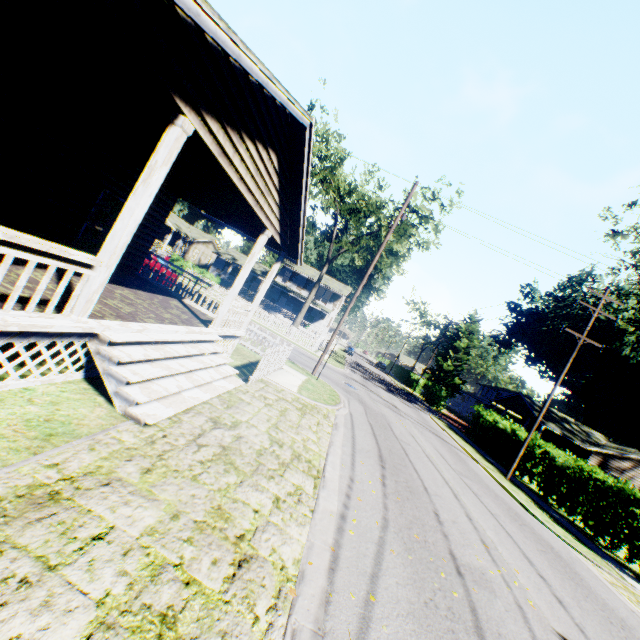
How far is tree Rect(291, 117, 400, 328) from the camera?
28.8m

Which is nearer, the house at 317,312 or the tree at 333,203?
the tree at 333,203

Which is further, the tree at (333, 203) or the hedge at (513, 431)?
the tree at (333, 203)

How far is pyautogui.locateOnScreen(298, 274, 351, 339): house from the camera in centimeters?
4334cm

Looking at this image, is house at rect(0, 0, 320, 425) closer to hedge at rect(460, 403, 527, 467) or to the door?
the door

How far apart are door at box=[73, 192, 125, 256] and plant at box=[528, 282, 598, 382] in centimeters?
5076cm

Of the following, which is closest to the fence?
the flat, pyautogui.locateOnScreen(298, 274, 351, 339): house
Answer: the flat

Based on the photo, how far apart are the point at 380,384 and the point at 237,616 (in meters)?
33.11
